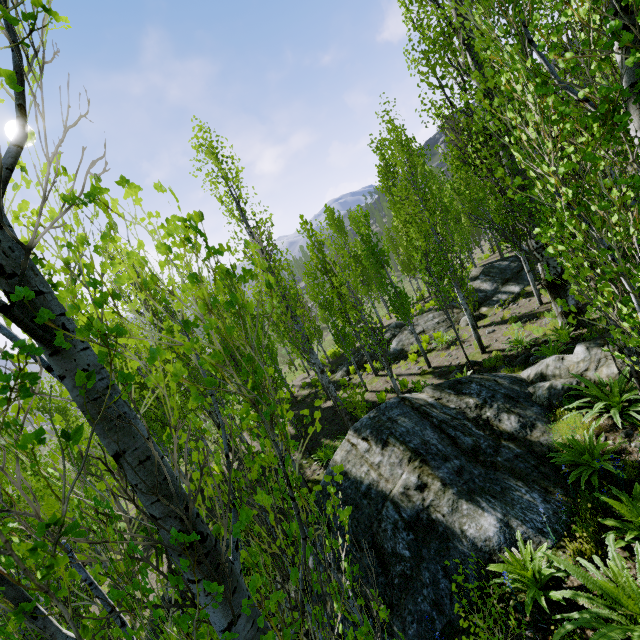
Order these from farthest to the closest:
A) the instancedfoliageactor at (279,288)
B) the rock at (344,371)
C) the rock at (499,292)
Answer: the rock at (344,371), the rock at (499,292), the instancedfoliageactor at (279,288)

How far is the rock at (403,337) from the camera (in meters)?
18.12

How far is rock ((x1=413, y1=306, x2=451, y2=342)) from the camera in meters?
17.5

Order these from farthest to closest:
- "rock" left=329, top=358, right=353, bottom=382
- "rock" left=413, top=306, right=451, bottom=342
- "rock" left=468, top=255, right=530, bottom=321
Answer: "rock" left=329, top=358, right=353, bottom=382 < "rock" left=413, top=306, right=451, bottom=342 < "rock" left=468, top=255, right=530, bottom=321

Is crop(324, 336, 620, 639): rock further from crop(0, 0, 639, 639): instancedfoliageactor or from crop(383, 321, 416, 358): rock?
crop(383, 321, 416, 358): rock

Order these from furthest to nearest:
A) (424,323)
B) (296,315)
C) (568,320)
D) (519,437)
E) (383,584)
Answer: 1. (424,323)
2. (296,315)
3. (519,437)
4. (383,584)
5. (568,320)
